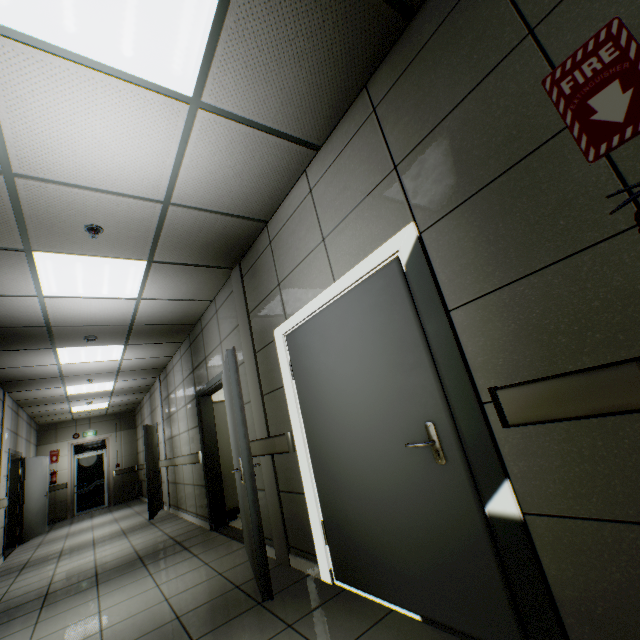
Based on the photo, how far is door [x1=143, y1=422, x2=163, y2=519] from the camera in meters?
7.2

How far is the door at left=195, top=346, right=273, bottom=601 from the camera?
2.6m

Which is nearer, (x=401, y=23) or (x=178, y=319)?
(x=401, y=23)

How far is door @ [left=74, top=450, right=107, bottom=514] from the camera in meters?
11.4 m

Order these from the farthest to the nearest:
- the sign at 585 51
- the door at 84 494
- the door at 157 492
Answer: the door at 84 494, the door at 157 492, the sign at 585 51

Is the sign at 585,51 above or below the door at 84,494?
above

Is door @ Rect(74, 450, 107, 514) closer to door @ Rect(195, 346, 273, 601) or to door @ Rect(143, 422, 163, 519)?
door @ Rect(143, 422, 163, 519)

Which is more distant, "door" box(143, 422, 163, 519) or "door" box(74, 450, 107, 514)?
"door" box(74, 450, 107, 514)
